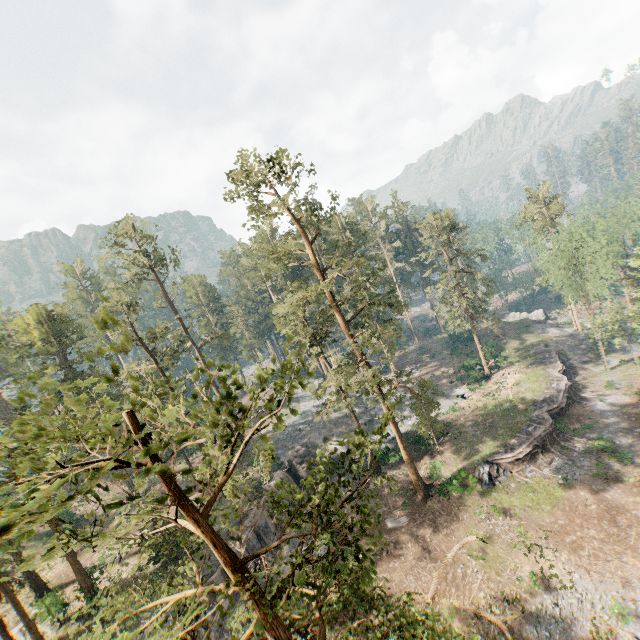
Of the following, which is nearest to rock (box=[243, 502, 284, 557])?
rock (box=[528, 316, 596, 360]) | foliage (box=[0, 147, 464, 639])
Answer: foliage (box=[0, 147, 464, 639])

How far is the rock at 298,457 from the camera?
34.8 meters

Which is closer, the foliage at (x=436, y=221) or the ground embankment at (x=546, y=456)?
the ground embankment at (x=546, y=456)

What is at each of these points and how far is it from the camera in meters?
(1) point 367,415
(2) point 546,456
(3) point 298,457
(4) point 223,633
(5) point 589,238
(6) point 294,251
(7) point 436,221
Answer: (1) rock, 46.8
(2) ground embankment, 30.7
(3) rock, 36.9
(4) rock, 21.8
(5) foliage, 36.2
(6) foliage, 56.2
(7) foliage, 40.8

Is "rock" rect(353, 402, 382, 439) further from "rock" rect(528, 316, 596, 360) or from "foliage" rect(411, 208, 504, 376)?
"rock" rect(528, 316, 596, 360)

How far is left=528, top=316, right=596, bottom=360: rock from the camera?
46.7m

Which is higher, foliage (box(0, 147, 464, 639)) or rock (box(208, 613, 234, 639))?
foliage (box(0, 147, 464, 639))

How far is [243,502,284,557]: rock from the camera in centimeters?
2741cm
